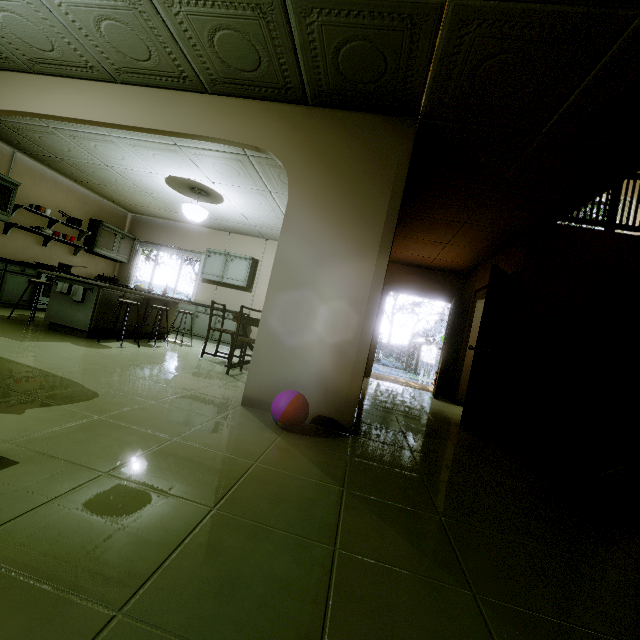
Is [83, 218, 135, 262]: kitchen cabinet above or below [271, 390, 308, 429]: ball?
above

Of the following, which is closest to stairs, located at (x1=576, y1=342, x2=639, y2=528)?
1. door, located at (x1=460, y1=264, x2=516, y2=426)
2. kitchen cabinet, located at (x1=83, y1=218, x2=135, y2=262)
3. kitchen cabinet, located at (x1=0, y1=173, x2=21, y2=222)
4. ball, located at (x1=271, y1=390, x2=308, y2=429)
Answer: door, located at (x1=460, y1=264, x2=516, y2=426)

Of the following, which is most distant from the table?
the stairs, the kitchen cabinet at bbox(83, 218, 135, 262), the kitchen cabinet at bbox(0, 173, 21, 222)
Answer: the stairs

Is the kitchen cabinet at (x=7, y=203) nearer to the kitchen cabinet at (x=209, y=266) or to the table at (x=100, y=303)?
the kitchen cabinet at (x=209, y=266)

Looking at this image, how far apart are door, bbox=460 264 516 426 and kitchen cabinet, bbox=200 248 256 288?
5.31m

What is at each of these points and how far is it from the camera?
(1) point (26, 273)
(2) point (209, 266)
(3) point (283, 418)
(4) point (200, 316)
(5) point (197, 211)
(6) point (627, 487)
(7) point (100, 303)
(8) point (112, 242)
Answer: (1) kitchen cabinet, 5.9 meters
(2) kitchen cabinet, 7.9 meters
(3) ball, 2.3 meters
(4) kitchen cabinet, 7.6 meters
(5) ceiling light, 5.6 meters
(6) stairs, 2.4 meters
(7) table, 4.5 meters
(8) kitchen cabinet, 8.1 meters

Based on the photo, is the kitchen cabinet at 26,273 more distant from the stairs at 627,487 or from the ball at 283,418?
the stairs at 627,487

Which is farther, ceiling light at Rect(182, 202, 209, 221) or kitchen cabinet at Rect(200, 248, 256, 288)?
kitchen cabinet at Rect(200, 248, 256, 288)
